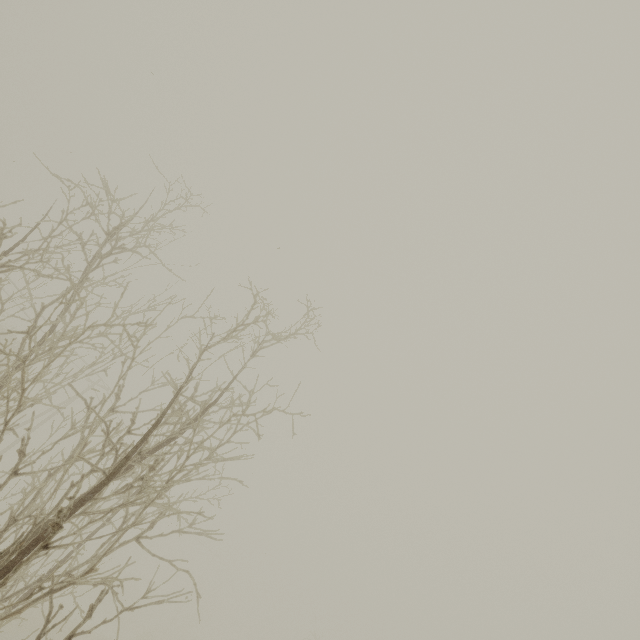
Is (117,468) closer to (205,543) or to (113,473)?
(113,473)
